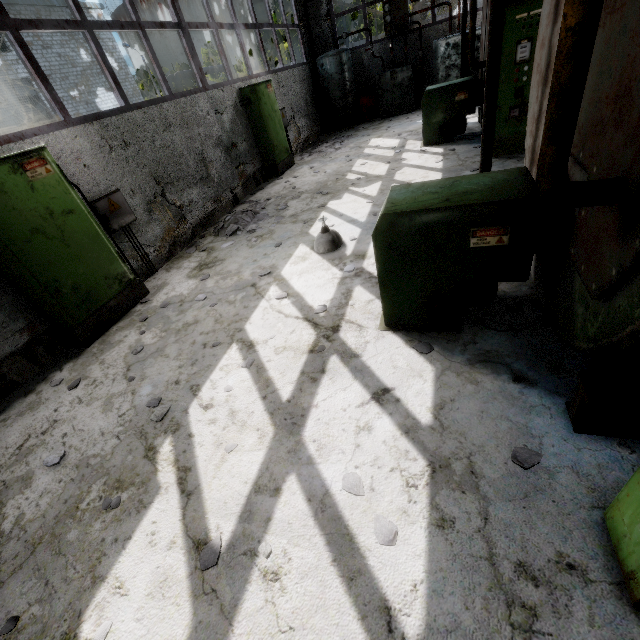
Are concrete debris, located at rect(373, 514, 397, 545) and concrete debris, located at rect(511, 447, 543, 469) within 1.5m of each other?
yes

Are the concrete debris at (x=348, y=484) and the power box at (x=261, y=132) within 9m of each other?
no

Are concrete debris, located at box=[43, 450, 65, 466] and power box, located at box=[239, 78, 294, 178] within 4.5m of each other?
no

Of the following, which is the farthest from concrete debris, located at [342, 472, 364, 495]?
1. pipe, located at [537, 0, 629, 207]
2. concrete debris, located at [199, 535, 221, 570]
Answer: pipe, located at [537, 0, 629, 207]

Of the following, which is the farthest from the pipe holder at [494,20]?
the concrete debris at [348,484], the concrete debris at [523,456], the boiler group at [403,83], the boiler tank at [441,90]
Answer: the boiler group at [403,83]

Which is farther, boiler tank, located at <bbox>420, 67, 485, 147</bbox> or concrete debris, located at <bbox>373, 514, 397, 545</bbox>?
boiler tank, located at <bbox>420, 67, 485, 147</bbox>

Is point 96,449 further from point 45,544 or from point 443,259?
point 443,259

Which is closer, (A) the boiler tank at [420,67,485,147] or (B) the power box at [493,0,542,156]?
(B) the power box at [493,0,542,156]
